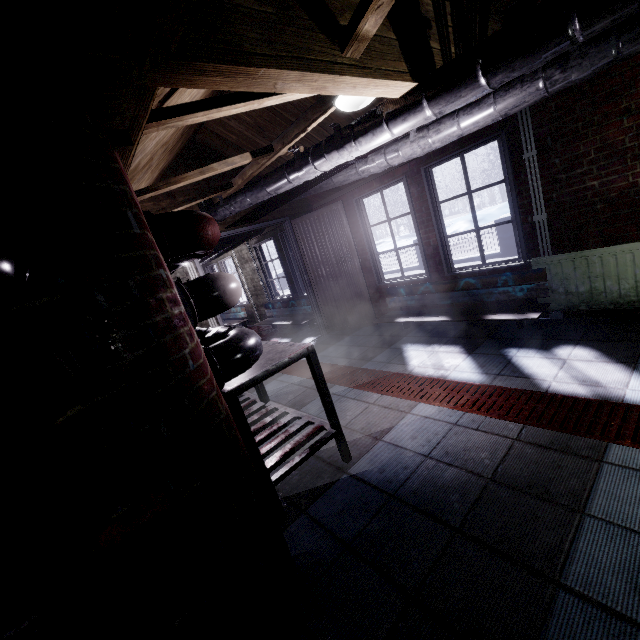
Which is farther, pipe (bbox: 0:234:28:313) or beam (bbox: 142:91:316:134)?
beam (bbox: 142:91:316:134)

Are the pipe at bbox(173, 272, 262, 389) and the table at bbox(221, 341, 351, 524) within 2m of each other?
yes

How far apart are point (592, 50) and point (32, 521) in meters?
2.8

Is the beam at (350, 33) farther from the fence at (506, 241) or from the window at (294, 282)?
→ the fence at (506, 241)

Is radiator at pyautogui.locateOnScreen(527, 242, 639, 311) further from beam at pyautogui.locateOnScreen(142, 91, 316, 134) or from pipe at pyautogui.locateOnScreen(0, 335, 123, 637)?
pipe at pyautogui.locateOnScreen(0, 335, 123, 637)

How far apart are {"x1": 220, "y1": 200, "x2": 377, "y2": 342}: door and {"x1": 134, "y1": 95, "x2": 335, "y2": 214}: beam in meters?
0.3 m

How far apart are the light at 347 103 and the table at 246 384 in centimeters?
158cm

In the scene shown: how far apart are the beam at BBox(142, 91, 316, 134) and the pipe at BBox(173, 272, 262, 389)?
0.6m
